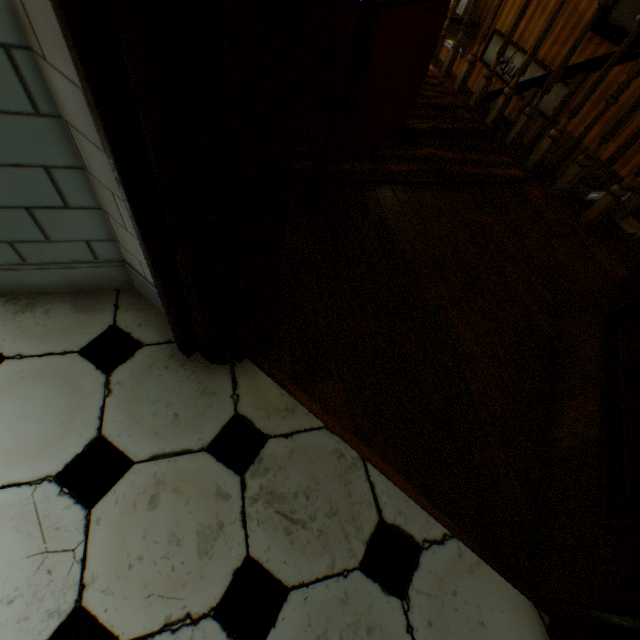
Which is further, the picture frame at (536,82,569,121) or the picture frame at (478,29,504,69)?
the picture frame at (478,29,504,69)

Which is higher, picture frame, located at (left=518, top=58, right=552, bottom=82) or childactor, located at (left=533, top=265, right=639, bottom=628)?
childactor, located at (left=533, top=265, right=639, bottom=628)

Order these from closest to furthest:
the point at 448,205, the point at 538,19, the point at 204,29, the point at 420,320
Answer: the point at 204,29 < the point at 420,320 < the point at 448,205 < the point at 538,19

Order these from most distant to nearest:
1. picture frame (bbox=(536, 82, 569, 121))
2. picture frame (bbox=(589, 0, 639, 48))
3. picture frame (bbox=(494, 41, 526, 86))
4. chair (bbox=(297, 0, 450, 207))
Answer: picture frame (bbox=(494, 41, 526, 86)), picture frame (bbox=(536, 82, 569, 121)), picture frame (bbox=(589, 0, 639, 48)), chair (bbox=(297, 0, 450, 207))

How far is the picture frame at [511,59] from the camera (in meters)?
4.61

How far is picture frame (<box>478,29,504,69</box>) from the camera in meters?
4.9
